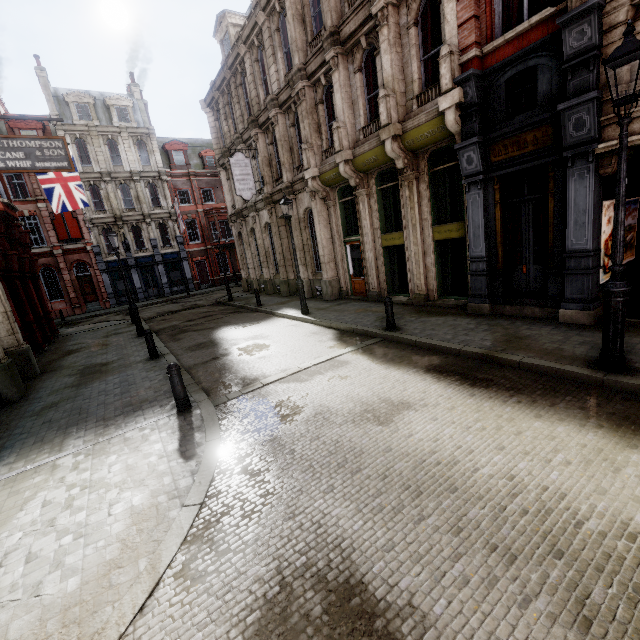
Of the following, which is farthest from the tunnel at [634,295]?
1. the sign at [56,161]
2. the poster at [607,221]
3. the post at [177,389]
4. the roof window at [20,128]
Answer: the roof window at [20,128]

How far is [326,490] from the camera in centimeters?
389cm

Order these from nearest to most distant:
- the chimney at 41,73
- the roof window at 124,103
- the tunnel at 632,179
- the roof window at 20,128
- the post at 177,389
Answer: the post at 177,389, the tunnel at 632,179, the roof window at 20,128, the chimney at 41,73, the roof window at 124,103

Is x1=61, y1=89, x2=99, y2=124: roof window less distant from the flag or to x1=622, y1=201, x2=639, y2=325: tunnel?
the flag

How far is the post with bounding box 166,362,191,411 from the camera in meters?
6.2 m

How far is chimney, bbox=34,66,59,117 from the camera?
28.02m

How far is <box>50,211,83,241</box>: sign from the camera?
28.2m

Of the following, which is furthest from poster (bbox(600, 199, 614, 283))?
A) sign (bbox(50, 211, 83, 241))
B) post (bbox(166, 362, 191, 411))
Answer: sign (bbox(50, 211, 83, 241))
